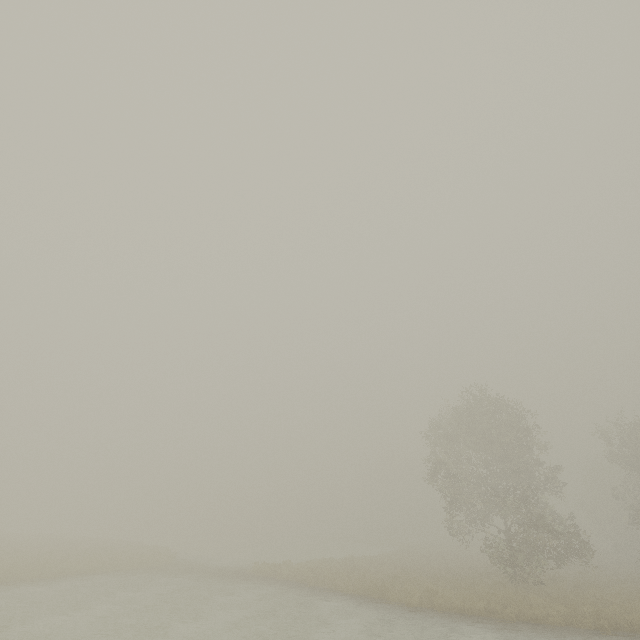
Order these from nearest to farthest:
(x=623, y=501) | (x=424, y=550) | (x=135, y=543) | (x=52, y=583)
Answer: (x=52, y=583) < (x=623, y=501) < (x=135, y=543) < (x=424, y=550)
